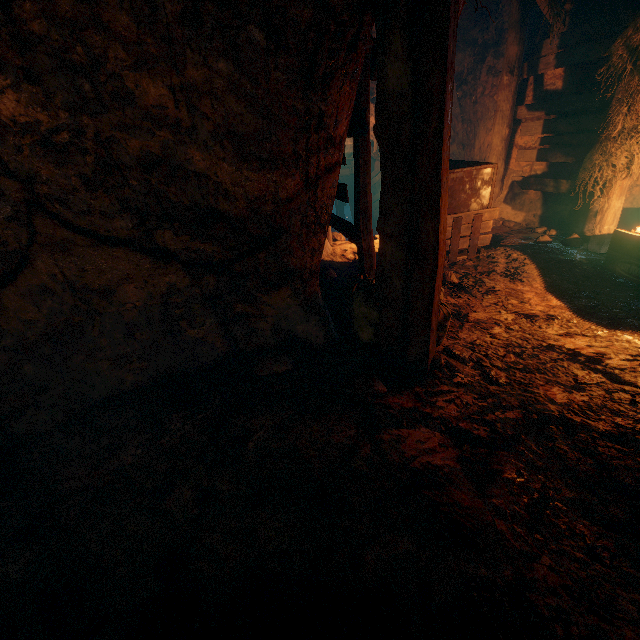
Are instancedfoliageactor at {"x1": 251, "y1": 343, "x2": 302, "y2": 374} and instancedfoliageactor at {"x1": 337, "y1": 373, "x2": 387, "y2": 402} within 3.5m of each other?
yes

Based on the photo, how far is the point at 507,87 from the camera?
6.4 meters

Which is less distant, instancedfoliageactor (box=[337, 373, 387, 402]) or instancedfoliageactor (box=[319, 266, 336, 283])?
instancedfoliageactor (box=[337, 373, 387, 402])

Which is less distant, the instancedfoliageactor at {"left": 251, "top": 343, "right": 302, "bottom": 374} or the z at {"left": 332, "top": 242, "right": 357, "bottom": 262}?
the instancedfoliageactor at {"left": 251, "top": 343, "right": 302, "bottom": 374}

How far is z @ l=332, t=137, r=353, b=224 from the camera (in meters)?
13.74

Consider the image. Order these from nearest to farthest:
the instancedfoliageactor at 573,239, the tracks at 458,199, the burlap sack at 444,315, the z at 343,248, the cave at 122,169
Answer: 1. the cave at 122,169
2. the burlap sack at 444,315
3. the tracks at 458,199
4. the instancedfoliageactor at 573,239
5. the z at 343,248

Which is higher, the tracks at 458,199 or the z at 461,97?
the z at 461,97

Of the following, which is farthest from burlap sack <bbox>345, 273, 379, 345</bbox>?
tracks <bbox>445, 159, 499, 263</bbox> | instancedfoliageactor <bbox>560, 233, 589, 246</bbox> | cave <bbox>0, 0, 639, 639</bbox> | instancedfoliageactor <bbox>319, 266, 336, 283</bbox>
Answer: instancedfoliageactor <bbox>560, 233, 589, 246</bbox>
